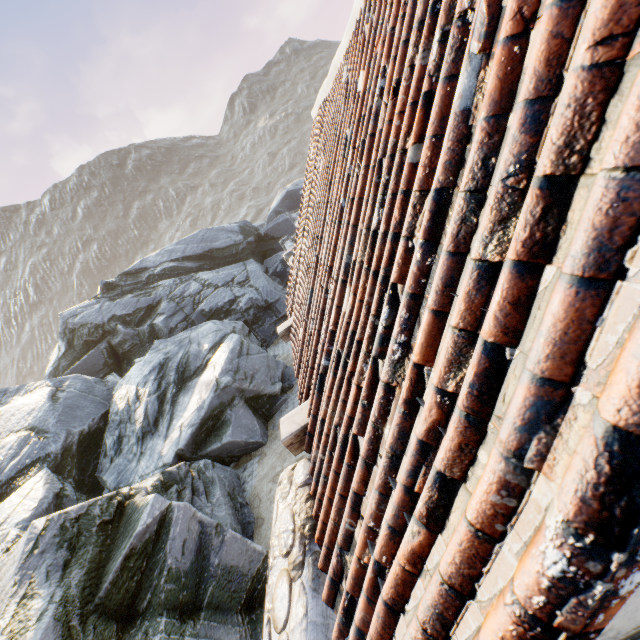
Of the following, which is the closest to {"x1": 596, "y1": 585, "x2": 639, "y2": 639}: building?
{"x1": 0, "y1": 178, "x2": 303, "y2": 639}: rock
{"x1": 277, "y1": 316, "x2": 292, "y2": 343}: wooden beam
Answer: {"x1": 277, "y1": 316, "x2": 292, "y2": 343}: wooden beam

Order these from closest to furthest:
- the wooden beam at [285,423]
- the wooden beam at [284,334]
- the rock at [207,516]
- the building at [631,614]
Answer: the building at [631,614], the wooden beam at [285,423], the rock at [207,516], the wooden beam at [284,334]

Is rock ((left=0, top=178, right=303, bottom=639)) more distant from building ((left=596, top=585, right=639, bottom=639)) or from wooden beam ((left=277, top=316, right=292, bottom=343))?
wooden beam ((left=277, top=316, right=292, bottom=343))

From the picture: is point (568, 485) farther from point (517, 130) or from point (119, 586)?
point (119, 586)

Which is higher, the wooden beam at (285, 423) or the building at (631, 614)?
the wooden beam at (285, 423)

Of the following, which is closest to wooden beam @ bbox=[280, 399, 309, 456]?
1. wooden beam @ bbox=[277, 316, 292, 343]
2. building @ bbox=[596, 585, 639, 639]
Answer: building @ bbox=[596, 585, 639, 639]

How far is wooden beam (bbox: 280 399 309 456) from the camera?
3.3 meters

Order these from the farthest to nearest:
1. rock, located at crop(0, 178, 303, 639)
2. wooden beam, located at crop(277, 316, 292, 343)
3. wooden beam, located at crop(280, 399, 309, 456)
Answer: wooden beam, located at crop(277, 316, 292, 343) < rock, located at crop(0, 178, 303, 639) < wooden beam, located at crop(280, 399, 309, 456)
